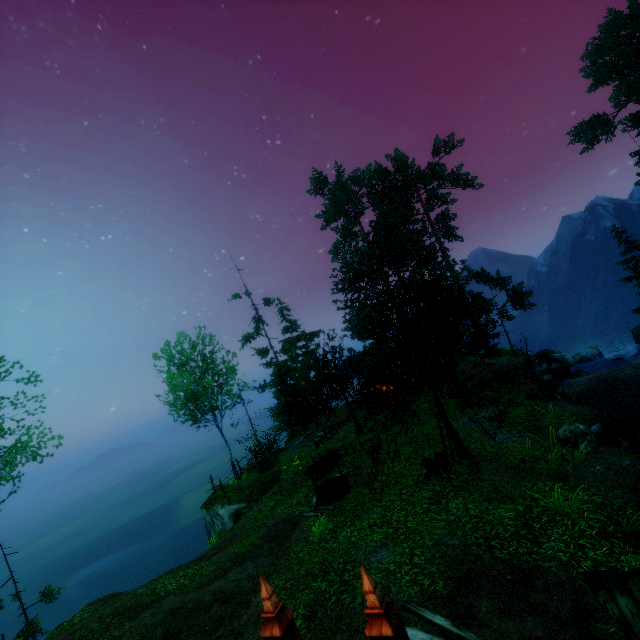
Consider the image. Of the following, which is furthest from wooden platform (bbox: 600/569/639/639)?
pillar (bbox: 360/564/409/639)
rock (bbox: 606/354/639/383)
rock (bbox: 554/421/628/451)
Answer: rock (bbox: 606/354/639/383)

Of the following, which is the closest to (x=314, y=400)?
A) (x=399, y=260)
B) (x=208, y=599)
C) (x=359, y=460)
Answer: (x=359, y=460)

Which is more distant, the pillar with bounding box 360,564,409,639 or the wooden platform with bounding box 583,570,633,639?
the wooden platform with bounding box 583,570,633,639

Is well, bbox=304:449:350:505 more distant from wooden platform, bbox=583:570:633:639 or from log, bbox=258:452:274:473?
wooden platform, bbox=583:570:633:639

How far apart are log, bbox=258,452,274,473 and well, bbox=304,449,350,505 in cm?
702

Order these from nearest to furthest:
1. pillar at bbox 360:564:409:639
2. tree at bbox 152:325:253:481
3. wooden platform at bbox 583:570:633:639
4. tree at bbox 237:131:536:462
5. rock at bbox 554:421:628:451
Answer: pillar at bbox 360:564:409:639, wooden platform at bbox 583:570:633:639, rock at bbox 554:421:628:451, tree at bbox 237:131:536:462, tree at bbox 152:325:253:481

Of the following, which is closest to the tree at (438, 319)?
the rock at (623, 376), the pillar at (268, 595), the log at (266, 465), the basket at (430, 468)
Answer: the basket at (430, 468)

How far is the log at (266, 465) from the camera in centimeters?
2080cm
